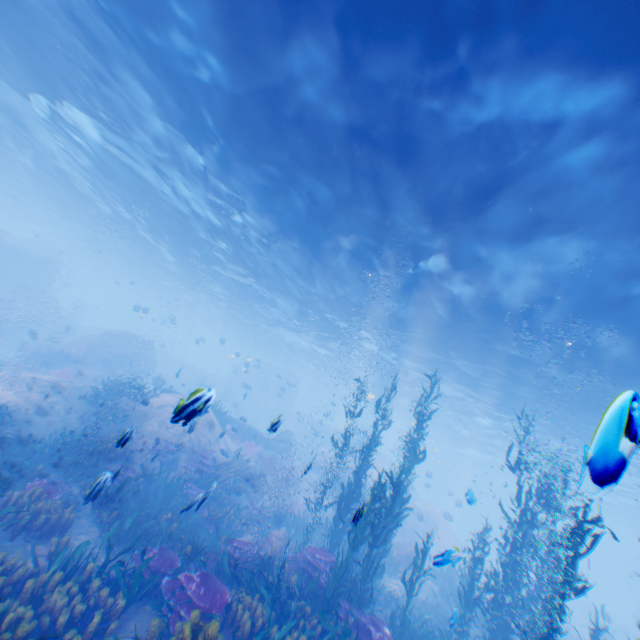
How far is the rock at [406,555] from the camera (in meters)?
16.47

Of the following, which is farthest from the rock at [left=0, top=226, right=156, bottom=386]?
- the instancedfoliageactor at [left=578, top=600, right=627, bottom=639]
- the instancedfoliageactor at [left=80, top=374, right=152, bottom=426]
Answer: the instancedfoliageactor at [left=80, top=374, right=152, bottom=426]

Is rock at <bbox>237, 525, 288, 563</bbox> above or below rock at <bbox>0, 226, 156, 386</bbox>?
below

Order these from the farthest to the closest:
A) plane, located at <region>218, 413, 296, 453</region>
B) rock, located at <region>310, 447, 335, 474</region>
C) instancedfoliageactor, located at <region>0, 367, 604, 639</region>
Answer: rock, located at <region>310, 447, 335, 474</region>
plane, located at <region>218, 413, 296, 453</region>
instancedfoliageactor, located at <region>0, 367, 604, 639</region>

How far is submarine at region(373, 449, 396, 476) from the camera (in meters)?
40.09

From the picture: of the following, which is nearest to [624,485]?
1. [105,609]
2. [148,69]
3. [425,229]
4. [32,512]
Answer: [425,229]

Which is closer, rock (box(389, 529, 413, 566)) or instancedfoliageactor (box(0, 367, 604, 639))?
instancedfoliageactor (box(0, 367, 604, 639))
